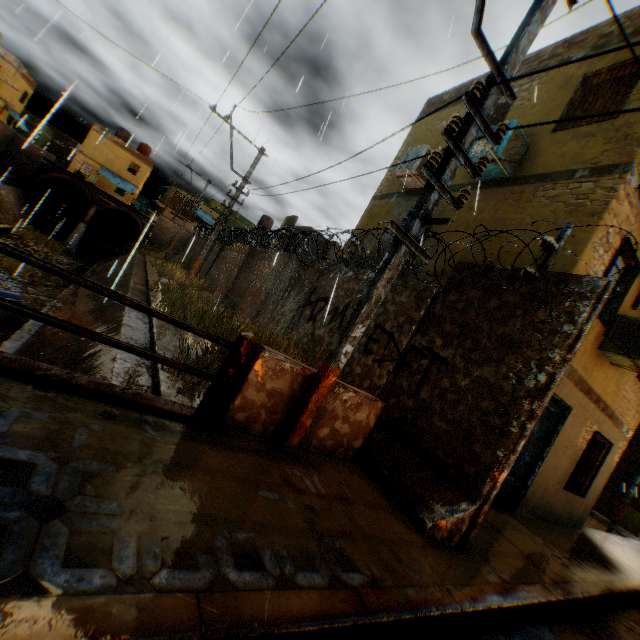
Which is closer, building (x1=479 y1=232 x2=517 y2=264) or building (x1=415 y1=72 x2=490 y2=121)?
building (x1=479 y1=232 x2=517 y2=264)

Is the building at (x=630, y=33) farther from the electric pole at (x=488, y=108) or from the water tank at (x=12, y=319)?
the water tank at (x=12, y=319)

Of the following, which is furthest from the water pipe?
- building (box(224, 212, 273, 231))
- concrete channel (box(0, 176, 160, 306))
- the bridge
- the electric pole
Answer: the electric pole

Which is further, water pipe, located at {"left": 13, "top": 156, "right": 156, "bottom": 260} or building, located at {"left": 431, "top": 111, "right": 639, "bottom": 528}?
water pipe, located at {"left": 13, "top": 156, "right": 156, "bottom": 260}

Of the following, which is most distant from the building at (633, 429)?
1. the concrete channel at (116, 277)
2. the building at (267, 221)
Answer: the building at (267, 221)

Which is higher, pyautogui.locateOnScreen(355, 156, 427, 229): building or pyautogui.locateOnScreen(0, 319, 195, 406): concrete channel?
pyautogui.locateOnScreen(355, 156, 427, 229): building

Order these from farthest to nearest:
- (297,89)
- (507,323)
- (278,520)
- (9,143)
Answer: (9,143) < (297,89) < (507,323) < (278,520)

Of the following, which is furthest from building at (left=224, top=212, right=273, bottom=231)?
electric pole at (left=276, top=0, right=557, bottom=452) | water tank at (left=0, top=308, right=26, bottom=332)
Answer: electric pole at (left=276, top=0, right=557, bottom=452)
